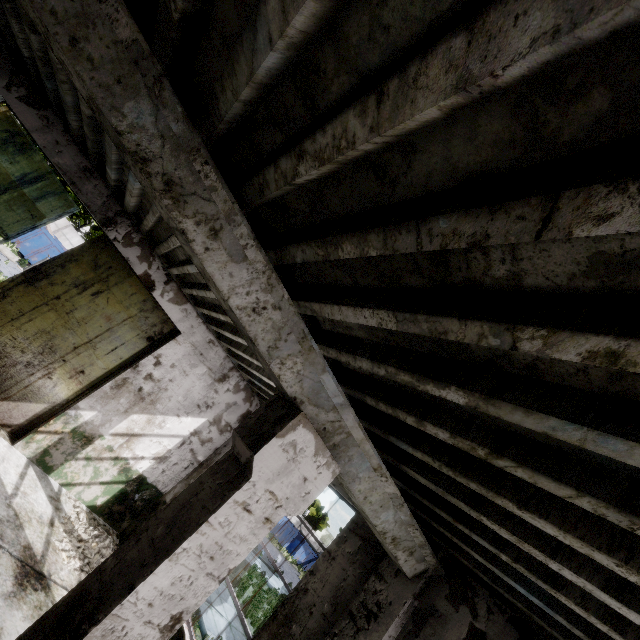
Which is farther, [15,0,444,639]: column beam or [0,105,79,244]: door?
[0,105,79,244]: door

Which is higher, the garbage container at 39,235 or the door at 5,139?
the door at 5,139

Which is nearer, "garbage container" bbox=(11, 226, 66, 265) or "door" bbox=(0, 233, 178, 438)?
"door" bbox=(0, 233, 178, 438)

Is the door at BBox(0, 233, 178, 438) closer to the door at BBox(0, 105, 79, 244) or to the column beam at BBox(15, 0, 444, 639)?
the door at BBox(0, 105, 79, 244)

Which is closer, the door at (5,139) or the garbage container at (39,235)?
the door at (5,139)

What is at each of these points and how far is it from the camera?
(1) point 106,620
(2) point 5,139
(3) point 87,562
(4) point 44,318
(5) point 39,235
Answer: (1) column beam, 2.13m
(2) door, 6.54m
(3) concrete debris, 6.04m
(4) door, 6.82m
(5) garbage container, 21.50m

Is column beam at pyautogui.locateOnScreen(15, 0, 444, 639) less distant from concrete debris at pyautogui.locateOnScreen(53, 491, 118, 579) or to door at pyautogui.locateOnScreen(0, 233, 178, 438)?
concrete debris at pyautogui.locateOnScreen(53, 491, 118, 579)

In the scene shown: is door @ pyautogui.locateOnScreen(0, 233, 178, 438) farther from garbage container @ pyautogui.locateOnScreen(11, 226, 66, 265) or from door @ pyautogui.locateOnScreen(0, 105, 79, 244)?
garbage container @ pyautogui.locateOnScreen(11, 226, 66, 265)
